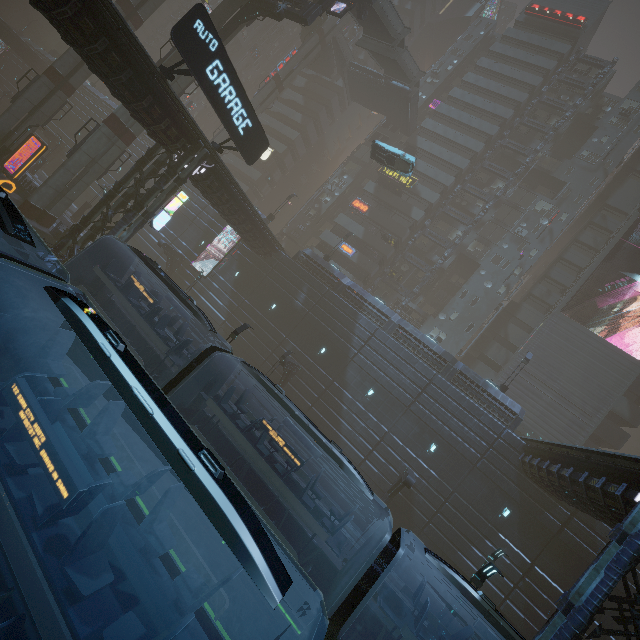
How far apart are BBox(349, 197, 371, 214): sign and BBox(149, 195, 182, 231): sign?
25.53m

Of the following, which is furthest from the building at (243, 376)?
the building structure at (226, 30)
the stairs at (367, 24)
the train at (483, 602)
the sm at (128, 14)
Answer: the building structure at (226, 30)

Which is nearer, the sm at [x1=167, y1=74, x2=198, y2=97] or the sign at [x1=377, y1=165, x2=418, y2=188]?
the sm at [x1=167, y1=74, x2=198, y2=97]

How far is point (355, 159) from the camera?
46.8 meters

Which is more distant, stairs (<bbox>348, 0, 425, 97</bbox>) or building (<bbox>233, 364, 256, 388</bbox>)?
stairs (<bbox>348, 0, 425, 97</bbox>)

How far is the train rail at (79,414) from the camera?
12.4m

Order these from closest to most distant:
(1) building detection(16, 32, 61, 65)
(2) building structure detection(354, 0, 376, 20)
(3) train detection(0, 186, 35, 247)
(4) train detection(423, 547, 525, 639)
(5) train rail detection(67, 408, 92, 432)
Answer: (3) train detection(0, 186, 35, 247), (4) train detection(423, 547, 525, 639), (5) train rail detection(67, 408, 92, 432), (2) building structure detection(354, 0, 376, 20), (1) building detection(16, 32, 61, 65)

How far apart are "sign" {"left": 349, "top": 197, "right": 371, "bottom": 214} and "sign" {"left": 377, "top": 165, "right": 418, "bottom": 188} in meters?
4.3
